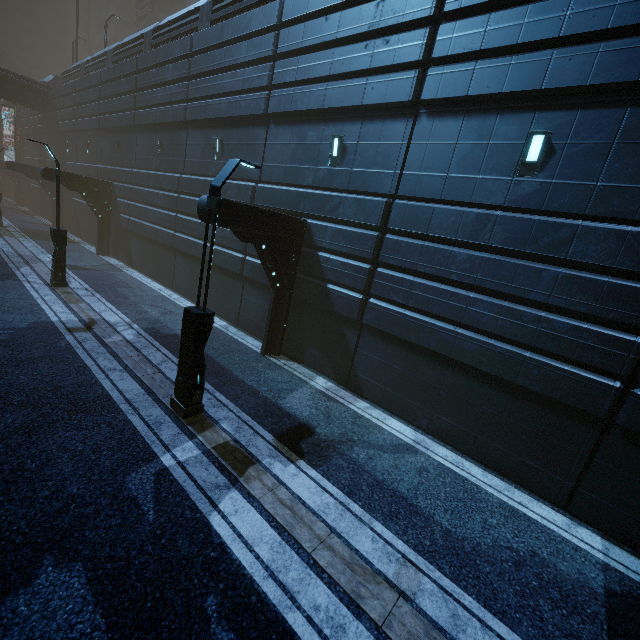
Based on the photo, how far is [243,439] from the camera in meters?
7.0

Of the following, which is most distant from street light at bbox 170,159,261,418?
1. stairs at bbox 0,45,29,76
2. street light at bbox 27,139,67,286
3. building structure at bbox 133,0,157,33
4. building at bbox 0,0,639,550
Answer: stairs at bbox 0,45,29,76

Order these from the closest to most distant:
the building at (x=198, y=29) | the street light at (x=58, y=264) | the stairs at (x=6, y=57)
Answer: the building at (x=198, y=29) → the street light at (x=58, y=264) → the stairs at (x=6, y=57)

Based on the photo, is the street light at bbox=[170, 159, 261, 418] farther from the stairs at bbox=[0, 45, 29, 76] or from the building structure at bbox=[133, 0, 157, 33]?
the stairs at bbox=[0, 45, 29, 76]

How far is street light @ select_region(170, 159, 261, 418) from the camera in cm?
632

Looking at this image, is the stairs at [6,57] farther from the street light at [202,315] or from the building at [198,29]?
the street light at [202,315]

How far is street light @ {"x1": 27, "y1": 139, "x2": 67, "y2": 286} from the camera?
12.8 meters

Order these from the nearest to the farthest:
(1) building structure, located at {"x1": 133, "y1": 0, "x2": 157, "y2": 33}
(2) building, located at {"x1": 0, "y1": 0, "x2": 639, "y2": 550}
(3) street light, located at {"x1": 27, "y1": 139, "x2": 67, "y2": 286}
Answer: (2) building, located at {"x1": 0, "y1": 0, "x2": 639, "y2": 550}, (3) street light, located at {"x1": 27, "y1": 139, "x2": 67, "y2": 286}, (1) building structure, located at {"x1": 133, "y1": 0, "x2": 157, "y2": 33}
